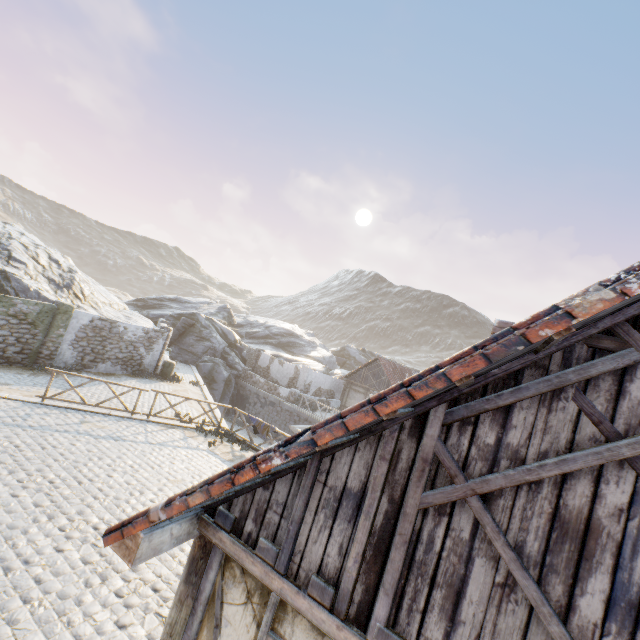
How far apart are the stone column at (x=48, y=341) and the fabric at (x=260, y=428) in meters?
9.9 m

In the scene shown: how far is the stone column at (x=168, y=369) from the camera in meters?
20.4

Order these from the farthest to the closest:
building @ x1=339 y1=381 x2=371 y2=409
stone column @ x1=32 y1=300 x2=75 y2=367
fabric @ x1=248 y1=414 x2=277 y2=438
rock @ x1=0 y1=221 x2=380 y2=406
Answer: building @ x1=339 y1=381 x2=371 y2=409
rock @ x1=0 y1=221 x2=380 y2=406
stone column @ x1=32 y1=300 x2=75 y2=367
fabric @ x1=248 y1=414 x2=277 y2=438

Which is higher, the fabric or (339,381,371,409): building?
(339,381,371,409): building

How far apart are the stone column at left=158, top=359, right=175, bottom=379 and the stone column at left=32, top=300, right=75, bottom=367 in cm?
510

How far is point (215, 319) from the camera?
32.66m

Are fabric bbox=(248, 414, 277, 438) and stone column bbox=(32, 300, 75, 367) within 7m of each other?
no

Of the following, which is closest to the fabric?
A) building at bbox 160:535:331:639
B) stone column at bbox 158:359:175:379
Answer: building at bbox 160:535:331:639
